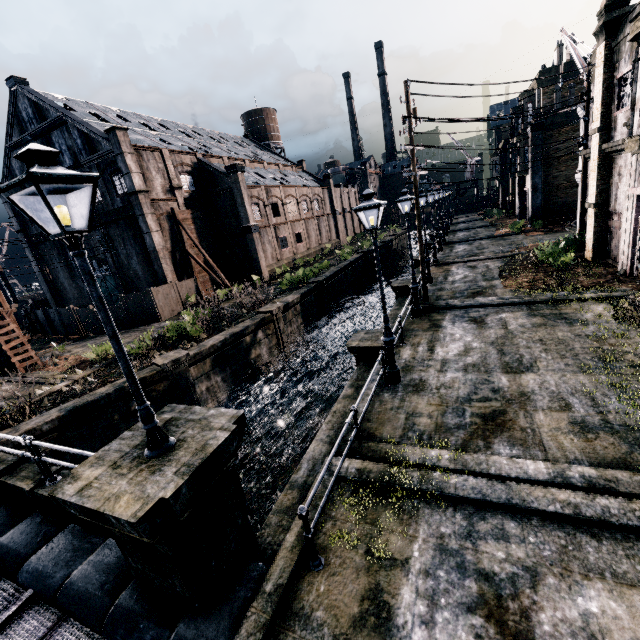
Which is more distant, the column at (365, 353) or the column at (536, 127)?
the column at (536, 127)

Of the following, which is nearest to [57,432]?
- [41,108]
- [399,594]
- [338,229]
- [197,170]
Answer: [399,594]

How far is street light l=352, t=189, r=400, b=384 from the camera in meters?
8.6 m

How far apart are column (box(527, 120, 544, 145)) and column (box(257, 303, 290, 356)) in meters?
27.6 m

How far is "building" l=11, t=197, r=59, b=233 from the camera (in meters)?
34.16

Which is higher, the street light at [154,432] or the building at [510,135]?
the building at [510,135]

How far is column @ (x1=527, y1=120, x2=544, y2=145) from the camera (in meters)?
30.17

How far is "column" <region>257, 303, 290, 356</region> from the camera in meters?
22.8 m
